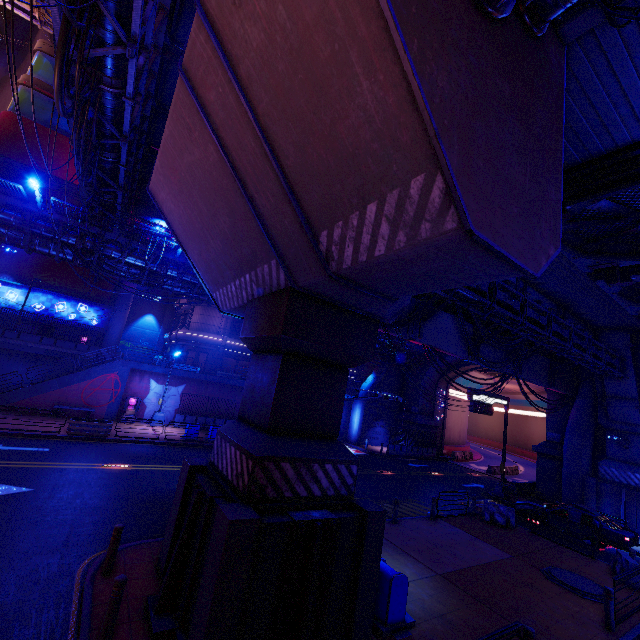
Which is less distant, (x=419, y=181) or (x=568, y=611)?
(x=419, y=181)

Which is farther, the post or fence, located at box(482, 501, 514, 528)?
fence, located at box(482, 501, 514, 528)

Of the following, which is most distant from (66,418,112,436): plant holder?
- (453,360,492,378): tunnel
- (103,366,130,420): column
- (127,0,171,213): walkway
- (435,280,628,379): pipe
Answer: (453,360,492,378): tunnel

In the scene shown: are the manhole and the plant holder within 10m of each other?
no

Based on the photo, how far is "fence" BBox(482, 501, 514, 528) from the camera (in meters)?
17.07

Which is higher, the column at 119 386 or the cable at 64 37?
the cable at 64 37

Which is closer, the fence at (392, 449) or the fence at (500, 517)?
the fence at (500, 517)

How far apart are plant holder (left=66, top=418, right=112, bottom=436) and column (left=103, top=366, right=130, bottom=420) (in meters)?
4.99
